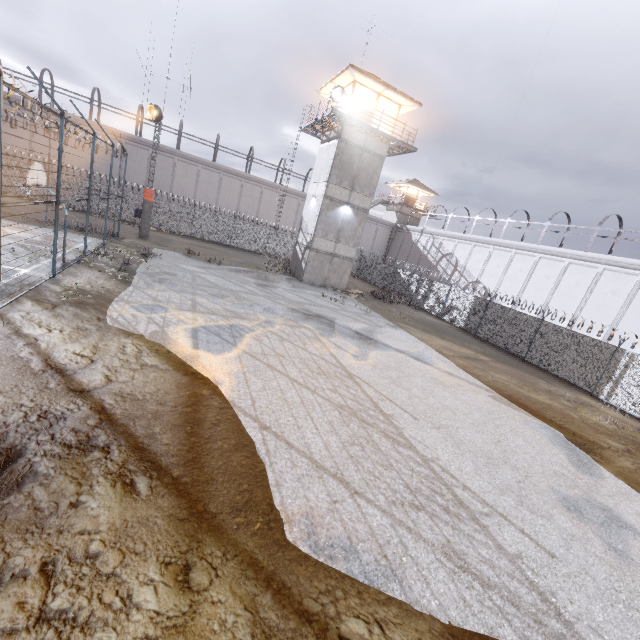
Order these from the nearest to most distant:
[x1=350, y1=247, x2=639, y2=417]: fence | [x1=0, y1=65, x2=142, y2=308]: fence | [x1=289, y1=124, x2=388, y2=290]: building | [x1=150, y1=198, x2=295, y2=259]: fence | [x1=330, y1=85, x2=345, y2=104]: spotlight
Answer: [x1=0, y1=65, x2=142, y2=308]: fence < [x1=350, y1=247, x2=639, y2=417]: fence < [x1=330, y1=85, x2=345, y2=104]: spotlight < [x1=289, y1=124, x2=388, y2=290]: building < [x1=150, y1=198, x2=295, y2=259]: fence

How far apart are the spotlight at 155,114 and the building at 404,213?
33.7 meters

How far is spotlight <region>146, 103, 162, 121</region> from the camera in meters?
21.9

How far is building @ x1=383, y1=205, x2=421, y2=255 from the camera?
47.5m

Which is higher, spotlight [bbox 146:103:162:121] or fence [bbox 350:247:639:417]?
spotlight [bbox 146:103:162:121]

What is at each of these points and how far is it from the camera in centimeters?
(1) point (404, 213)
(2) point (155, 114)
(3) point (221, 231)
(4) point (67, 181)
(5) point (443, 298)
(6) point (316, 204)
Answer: (1) building, 4756cm
(2) spotlight, 2227cm
(3) fence, 3378cm
(4) fence, 2798cm
(5) fence, 2719cm
(6) building, 2509cm

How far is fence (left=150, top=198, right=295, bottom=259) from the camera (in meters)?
31.47

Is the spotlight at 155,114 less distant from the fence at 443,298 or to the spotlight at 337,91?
the fence at 443,298
